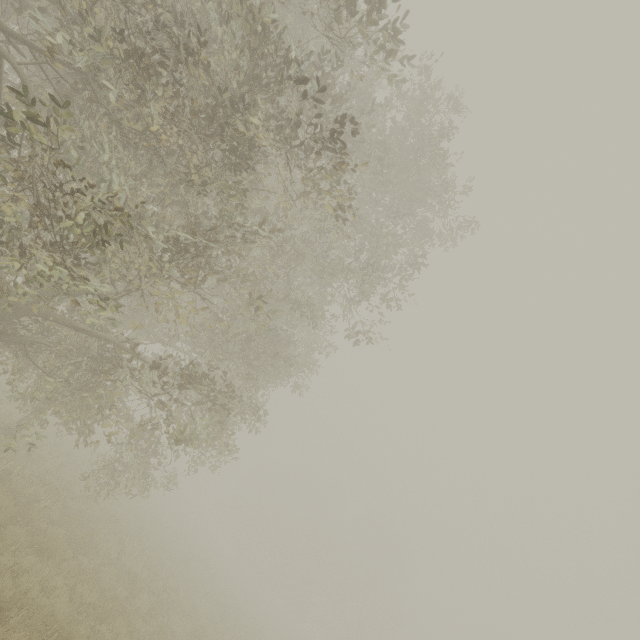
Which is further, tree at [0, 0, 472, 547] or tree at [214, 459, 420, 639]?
tree at [214, 459, 420, 639]

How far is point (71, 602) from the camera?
7.8m

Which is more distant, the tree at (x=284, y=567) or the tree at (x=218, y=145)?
the tree at (x=284, y=567)
